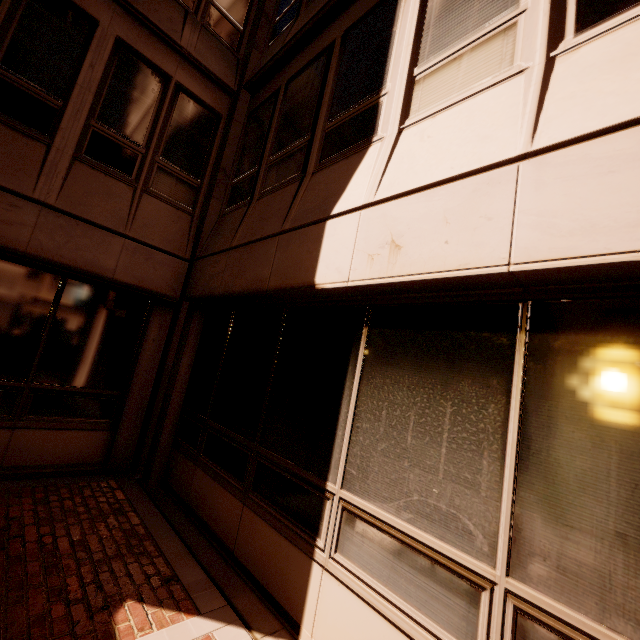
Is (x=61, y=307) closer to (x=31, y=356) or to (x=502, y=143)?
(x=31, y=356)
